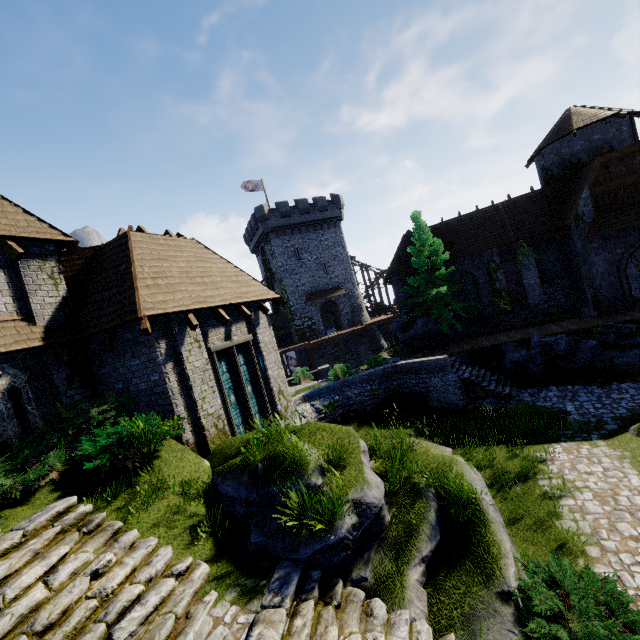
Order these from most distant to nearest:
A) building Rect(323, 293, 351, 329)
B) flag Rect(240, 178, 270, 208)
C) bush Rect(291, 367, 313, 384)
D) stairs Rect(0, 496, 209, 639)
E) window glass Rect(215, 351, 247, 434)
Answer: building Rect(323, 293, 351, 329) < flag Rect(240, 178, 270, 208) < bush Rect(291, 367, 313, 384) < window glass Rect(215, 351, 247, 434) < stairs Rect(0, 496, 209, 639)

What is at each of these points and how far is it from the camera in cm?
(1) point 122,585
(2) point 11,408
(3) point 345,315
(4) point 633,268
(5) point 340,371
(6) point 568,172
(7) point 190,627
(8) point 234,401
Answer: (1) stairs, 512
(2) window slit, 803
(3) building, 4150
(4) building, 2509
(5) bush, 2003
(6) building, 2200
(7) stairs, 470
(8) window glass, 1127

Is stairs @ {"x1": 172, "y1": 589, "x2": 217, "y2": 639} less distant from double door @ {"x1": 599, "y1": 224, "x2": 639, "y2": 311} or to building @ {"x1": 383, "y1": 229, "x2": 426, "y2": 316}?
building @ {"x1": 383, "y1": 229, "x2": 426, "y2": 316}

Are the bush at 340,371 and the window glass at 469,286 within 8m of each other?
no

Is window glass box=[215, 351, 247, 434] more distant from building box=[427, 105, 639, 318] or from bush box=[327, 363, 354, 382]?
building box=[427, 105, 639, 318]

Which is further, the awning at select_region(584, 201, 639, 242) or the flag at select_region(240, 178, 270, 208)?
the flag at select_region(240, 178, 270, 208)

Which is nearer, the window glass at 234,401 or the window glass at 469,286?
the window glass at 234,401

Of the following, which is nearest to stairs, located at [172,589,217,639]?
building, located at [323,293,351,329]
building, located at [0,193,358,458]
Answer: building, located at [0,193,358,458]
